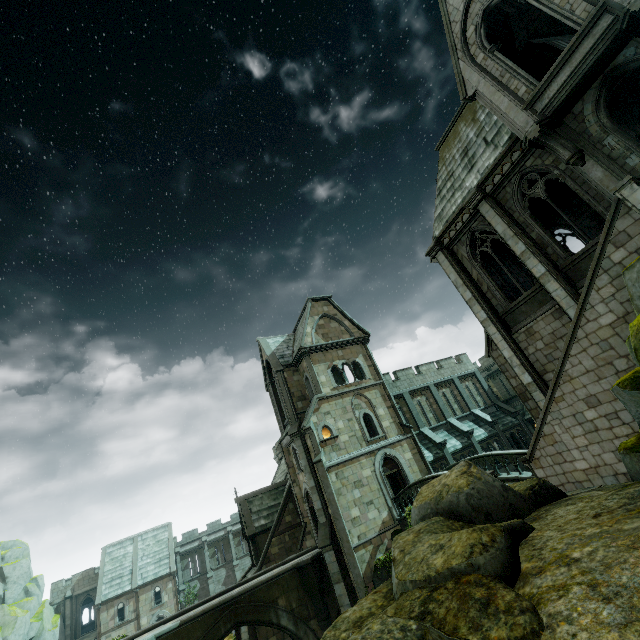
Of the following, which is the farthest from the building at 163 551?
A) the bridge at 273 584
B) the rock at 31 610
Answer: the rock at 31 610

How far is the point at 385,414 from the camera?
24.7 meters

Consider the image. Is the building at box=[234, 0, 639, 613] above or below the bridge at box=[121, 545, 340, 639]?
above

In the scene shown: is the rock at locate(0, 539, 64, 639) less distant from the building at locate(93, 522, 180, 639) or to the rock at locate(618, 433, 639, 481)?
the building at locate(93, 522, 180, 639)

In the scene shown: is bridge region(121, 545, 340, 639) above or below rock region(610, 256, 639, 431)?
below

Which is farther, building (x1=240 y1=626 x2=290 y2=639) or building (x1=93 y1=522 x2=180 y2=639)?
building (x1=93 y1=522 x2=180 y2=639)

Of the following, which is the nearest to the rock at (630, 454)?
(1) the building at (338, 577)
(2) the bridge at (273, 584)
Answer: (1) the building at (338, 577)

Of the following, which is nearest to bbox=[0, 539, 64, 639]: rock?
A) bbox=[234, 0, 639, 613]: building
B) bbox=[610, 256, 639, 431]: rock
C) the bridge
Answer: bbox=[234, 0, 639, 613]: building
